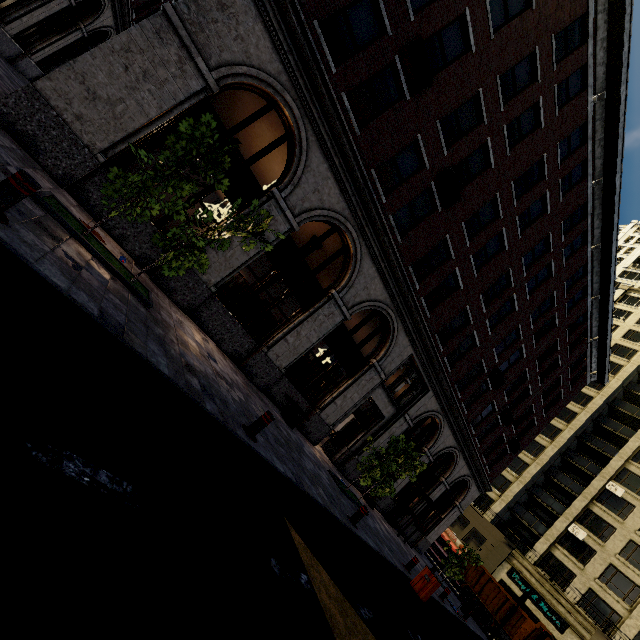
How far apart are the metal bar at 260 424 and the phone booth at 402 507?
15.69m

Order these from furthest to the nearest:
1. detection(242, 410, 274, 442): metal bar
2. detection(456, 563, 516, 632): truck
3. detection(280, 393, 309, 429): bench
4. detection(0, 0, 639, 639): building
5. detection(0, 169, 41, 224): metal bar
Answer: detection(456, 563, 516, 632): truck, detection(280, 393, 309, 429): bench, detection(0, 0, 639, 639): building, detection(242, 410, 274, 442): metal bar, detection(0, 169, 41, 224): metal bar

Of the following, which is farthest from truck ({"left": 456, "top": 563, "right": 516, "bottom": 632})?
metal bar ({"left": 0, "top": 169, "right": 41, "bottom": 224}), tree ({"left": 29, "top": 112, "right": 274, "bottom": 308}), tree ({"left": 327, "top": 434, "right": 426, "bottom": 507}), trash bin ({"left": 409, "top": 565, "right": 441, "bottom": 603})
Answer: metal bar ({"left": 0, "top": 169, "right": 41, "bottom": 224})

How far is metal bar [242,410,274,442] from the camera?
6.2m

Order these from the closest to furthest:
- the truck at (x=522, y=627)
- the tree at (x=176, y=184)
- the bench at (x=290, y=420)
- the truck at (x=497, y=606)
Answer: the tree at (x=176, y=184)
the bench at (x=290, y=420)
the truck at (x=522, y=627)
the truck at (x=497, y=606)

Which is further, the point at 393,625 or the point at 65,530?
the point at 393,625

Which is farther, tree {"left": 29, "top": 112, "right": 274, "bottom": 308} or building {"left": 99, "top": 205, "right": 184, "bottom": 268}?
building {"left": 99, "top": 205, "right": 184, "bottom": 268}

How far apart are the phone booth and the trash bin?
8.0m
